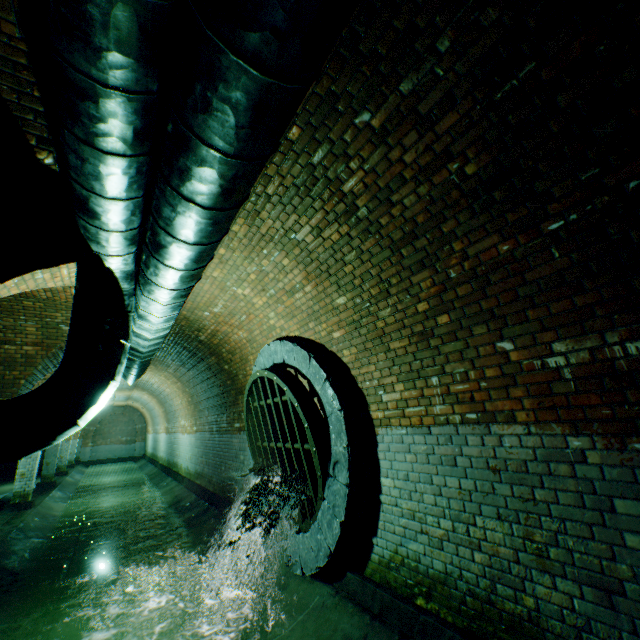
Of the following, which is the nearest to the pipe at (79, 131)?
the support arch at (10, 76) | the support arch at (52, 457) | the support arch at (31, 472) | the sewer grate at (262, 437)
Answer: the support arch at (10, 76)

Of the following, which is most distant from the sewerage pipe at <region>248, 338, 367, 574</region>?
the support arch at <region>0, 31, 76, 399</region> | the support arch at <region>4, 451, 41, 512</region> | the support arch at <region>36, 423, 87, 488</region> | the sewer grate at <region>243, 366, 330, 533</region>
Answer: the support arch at <region>36, 423, 87, 488</region>

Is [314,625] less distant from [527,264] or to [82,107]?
[527,264]

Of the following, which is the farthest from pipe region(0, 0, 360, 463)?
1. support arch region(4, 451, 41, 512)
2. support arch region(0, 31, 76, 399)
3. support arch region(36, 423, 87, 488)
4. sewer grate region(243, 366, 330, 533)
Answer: support arch region(36, 423, 87, 488)

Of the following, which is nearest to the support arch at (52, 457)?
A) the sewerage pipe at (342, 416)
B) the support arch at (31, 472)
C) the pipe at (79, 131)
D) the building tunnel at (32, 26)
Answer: the building tunnel at (32, 26)

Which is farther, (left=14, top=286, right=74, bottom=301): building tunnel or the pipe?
(left=14, top=286, right=74, bottom=301): building tunnel

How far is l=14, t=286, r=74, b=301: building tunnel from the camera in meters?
5.4 m

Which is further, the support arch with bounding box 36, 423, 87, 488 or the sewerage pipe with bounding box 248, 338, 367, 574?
the support arch with bounding box 36, 423, 87, 488
